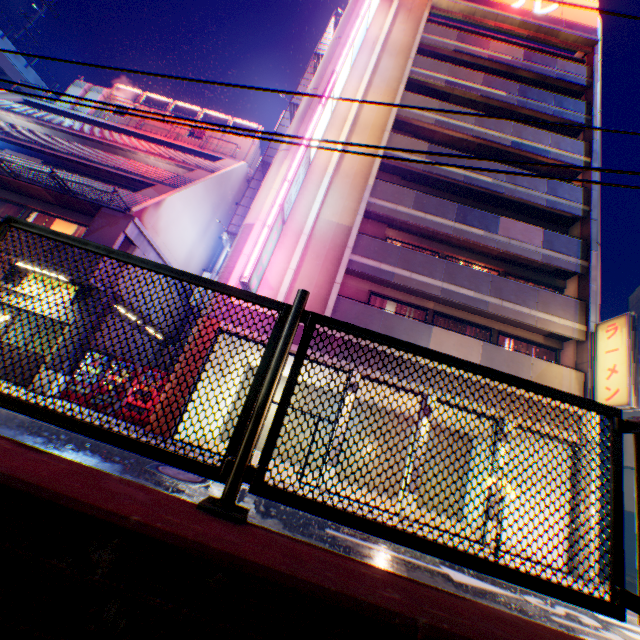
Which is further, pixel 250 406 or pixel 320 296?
pixel 320 296

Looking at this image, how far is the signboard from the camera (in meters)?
20.27

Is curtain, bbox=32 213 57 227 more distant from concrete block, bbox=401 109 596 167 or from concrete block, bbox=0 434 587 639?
concrete block, bbox=0 434 587 639

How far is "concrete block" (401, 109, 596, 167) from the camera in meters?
16.2 m

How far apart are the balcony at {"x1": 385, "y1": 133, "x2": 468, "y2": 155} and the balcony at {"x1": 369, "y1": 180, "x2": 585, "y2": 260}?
2.0m

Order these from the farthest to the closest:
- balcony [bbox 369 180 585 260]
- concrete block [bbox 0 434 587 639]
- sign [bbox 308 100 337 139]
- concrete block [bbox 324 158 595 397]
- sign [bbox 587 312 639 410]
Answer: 1. balcony [bbox 369 180 585 260]
2. sign [bbox 308 100 337 139]
3. concrete block [bbox 324 158 595 397]
4. sign [bbox 587 312 639 410]
5. concrete block [bbox 0 434 587 639]

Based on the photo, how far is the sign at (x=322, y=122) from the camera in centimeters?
1378cm

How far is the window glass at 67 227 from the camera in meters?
14.4 m
